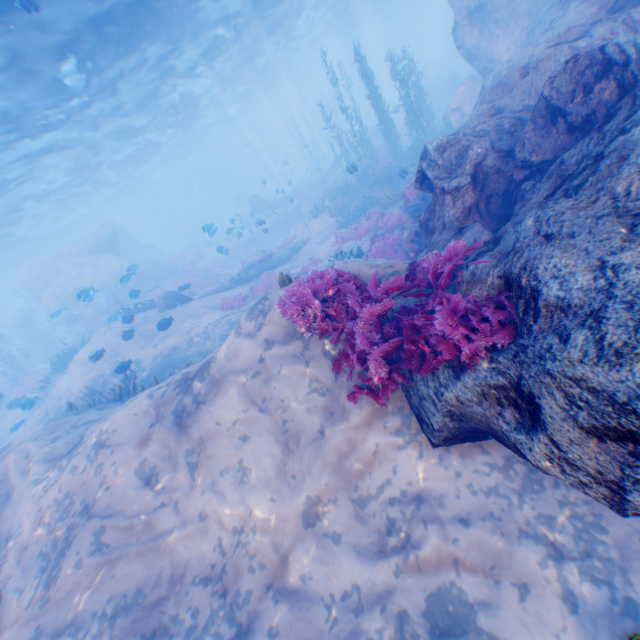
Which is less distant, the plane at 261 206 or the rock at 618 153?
the rock at 618 153

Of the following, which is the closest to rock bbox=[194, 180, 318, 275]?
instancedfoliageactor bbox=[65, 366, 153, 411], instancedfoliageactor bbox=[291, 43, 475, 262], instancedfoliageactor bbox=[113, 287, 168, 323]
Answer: instancedfoliageactor bbox=[291, 43, 475, 262]

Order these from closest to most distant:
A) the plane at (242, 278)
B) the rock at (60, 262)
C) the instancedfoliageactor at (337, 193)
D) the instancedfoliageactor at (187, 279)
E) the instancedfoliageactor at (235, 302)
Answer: the instancedfoliageactor at (337, 193), the instancedfoliageactor at (235, 302), the plane at (242, 278), the instancedfoliageactor at (187, 279), the rock at (60, 262)

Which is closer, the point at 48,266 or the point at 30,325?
the point at 48,266

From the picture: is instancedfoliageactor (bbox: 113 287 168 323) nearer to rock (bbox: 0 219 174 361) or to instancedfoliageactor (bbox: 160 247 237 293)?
rock (bbox: 0 219 174 361)

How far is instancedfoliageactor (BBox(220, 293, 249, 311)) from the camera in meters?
15.9 m

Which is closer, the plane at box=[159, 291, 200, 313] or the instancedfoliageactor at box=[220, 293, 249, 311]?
the instancedfoliageactor at box=[220, 293, 249, 311]

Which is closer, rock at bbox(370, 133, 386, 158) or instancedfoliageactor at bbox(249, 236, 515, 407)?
instancedfoliageactor at bbox(249, 236, 515, 407)
